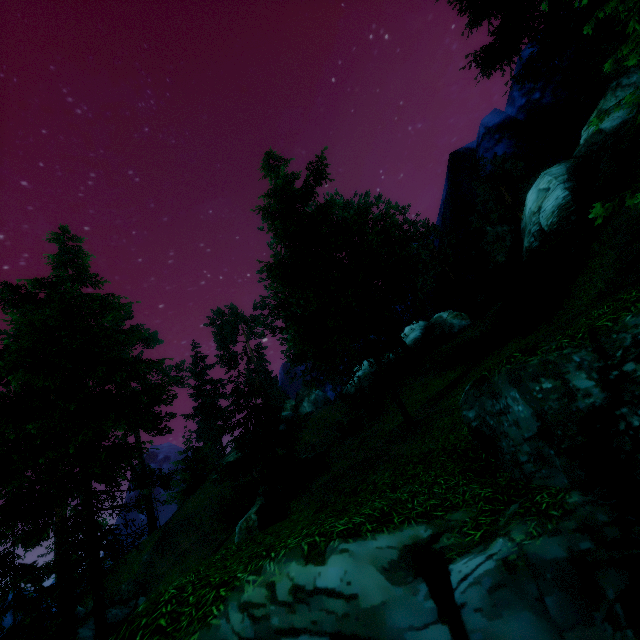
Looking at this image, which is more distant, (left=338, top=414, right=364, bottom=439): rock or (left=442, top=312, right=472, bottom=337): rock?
(left=442, top=312, right=472, bottom=337): rock

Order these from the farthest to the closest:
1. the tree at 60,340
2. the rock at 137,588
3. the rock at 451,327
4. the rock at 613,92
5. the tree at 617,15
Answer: the rock at 451,327 → the rock at 137,588 → the rock at 613,92 → the tree at 60,340 → the tree at 617,15

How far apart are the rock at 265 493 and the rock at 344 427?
10.1 meters

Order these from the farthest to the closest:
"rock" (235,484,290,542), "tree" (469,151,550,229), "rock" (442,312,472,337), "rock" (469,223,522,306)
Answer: "tree" (469,151,550,229)
"rock" (442,312,472,337)
"rock" (469,223,522,306)
"rock" (235,484,290,542)

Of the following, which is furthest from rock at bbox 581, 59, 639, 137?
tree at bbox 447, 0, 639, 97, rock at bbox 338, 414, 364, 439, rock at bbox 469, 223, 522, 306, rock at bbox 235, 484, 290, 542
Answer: rock at bbox 235, 484, 290, 542

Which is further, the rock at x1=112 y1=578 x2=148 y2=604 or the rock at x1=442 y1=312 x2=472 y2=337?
the rock at x1=442 y1=312 x2=472 y2=337

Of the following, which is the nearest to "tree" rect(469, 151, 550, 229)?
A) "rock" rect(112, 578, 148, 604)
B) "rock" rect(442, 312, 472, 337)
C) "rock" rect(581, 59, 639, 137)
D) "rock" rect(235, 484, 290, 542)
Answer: "rock" rect(581, 59, 639, 137)

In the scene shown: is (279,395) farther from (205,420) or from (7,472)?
(7,472)
